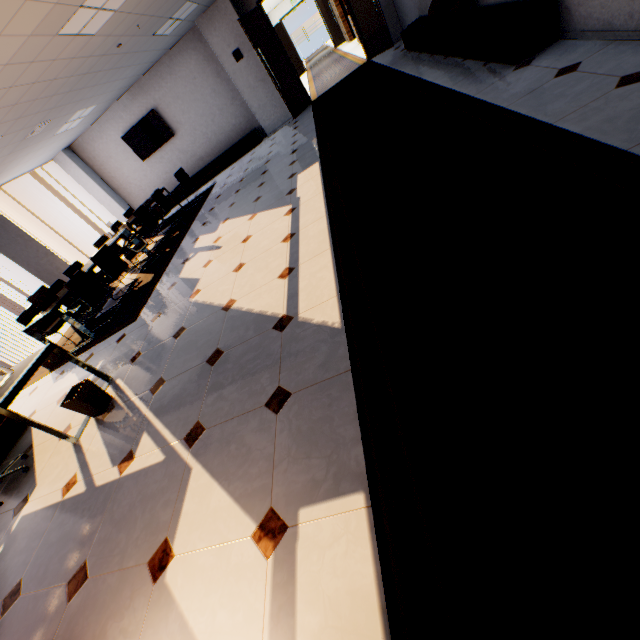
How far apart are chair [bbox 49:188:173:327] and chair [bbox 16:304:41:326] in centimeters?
72cm

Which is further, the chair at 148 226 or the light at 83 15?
the chair at 148 226

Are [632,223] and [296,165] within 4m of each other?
no

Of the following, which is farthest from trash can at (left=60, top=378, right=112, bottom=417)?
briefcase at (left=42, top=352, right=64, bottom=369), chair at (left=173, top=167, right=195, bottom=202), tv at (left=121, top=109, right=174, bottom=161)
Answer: tv at (left=121, top=109, right=174, bottom=161)

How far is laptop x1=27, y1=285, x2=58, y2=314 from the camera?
5.2 meters

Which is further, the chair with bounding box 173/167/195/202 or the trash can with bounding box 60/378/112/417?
the chair with bounding box 173/167/195/202

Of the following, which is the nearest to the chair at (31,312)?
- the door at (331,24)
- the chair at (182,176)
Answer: the chair at (182,176)

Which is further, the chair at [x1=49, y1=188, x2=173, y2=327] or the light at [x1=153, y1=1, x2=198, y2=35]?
the light at [x1=153, y1=1, x2=198, y2=35]
